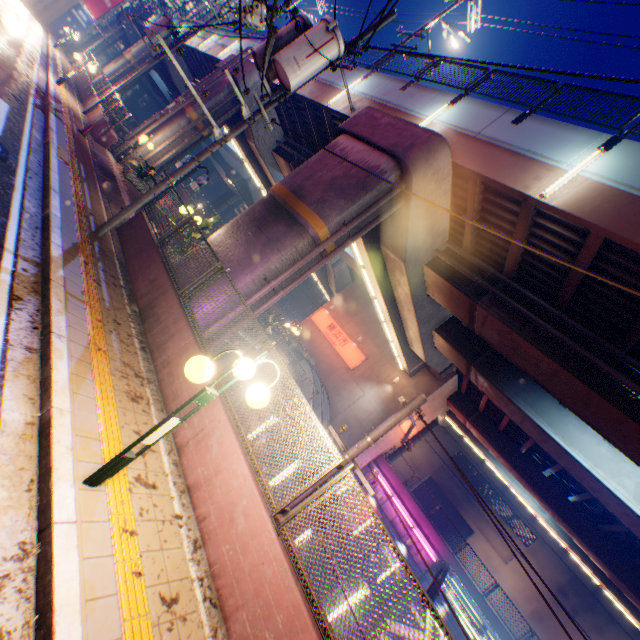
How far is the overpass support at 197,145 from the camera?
18.61m

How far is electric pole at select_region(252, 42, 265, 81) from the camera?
8.06m

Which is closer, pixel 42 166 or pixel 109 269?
pixel 109 269

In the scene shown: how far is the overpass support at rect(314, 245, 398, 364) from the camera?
17.2m

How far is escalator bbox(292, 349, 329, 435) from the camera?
21.73m

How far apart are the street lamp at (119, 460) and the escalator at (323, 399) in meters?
18.2

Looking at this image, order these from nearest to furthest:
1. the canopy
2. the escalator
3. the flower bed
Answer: the canopy, the flower bed, the escalator

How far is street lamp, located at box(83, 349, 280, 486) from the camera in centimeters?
322cm
